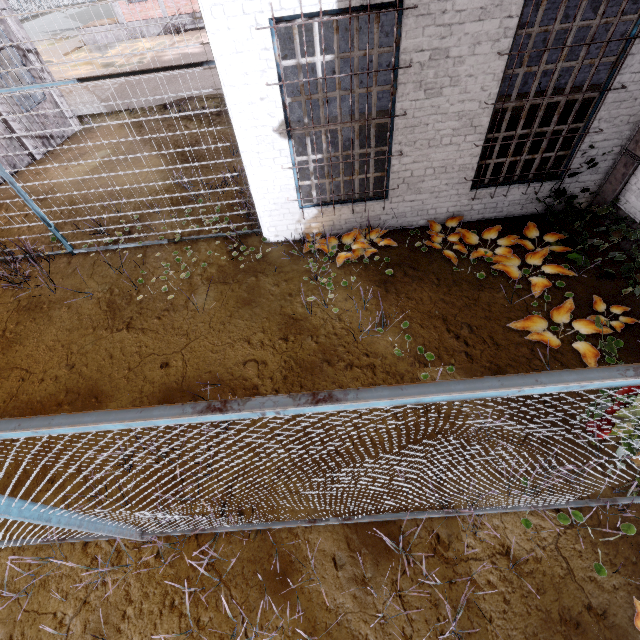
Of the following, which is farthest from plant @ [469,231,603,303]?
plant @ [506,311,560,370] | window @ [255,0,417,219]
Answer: window @ [255,0,417,219]

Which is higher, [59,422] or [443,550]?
[59,422]

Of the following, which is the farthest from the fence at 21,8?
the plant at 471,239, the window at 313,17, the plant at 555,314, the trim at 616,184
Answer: the plant at 471,239

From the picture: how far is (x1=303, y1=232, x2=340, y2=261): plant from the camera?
5.6m

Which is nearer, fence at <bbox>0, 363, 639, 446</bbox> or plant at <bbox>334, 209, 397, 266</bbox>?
fence at <bbox>0, 363, 639, 446</bbox>

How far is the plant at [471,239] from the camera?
5.4m

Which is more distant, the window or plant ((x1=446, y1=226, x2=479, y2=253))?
plant ((x1=446, y1=226, x2=479, y2=253))

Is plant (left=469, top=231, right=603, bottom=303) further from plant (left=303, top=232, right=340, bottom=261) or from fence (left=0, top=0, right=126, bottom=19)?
fence (left=0, top=0, right=126, bottom=19)
